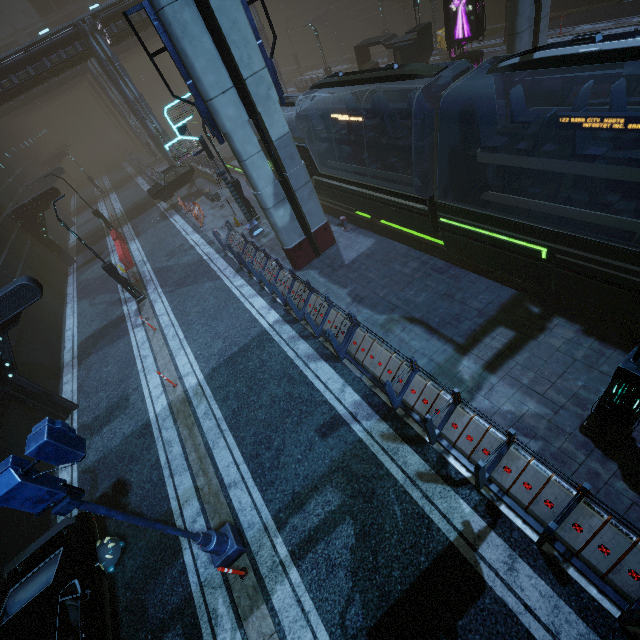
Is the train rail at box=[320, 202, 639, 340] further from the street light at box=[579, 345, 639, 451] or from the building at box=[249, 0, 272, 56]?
the street light at box=[579, 345, 639, 451]

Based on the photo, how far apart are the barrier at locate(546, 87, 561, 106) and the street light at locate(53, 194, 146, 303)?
21.6 meters

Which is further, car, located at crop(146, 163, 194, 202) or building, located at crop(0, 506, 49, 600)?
car, located at crop(146, 163, 194, 202)

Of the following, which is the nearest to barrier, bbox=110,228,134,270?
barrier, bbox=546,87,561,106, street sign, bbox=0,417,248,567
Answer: street sign, bbox=0,417,248,567

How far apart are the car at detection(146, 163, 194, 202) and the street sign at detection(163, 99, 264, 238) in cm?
1086

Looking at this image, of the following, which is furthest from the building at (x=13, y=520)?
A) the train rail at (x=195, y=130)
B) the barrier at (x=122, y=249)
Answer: the barrier at (x=122, y=249)

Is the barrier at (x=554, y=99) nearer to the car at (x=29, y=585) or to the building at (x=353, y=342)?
the building at (x=353, y=342)

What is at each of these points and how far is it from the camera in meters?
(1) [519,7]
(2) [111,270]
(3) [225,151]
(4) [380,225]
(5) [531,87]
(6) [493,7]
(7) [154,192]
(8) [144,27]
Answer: (1) sm, 13.7 m
(2) street light, 15.6 m
(3) train rail, 36.0 m
(4) train rail, 15.4 m
(5) sm, 16.0 m
(6) building, 26.1 m
(7) car, 23.8 m
(8) building, 27.1 m
